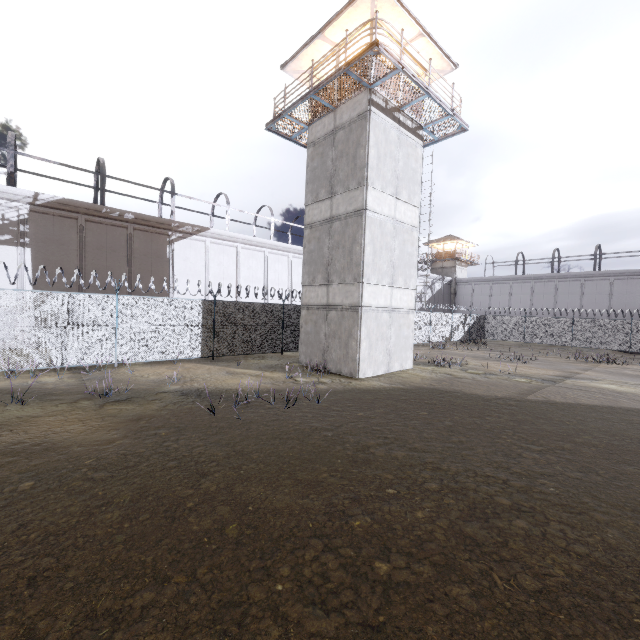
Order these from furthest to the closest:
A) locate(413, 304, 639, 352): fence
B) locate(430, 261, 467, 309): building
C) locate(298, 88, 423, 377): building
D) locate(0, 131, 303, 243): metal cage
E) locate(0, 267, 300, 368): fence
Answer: locate(430, 261, 467, 309): building
locate(413, 304, 639, 352): fence
locate(0, 131, 303, 243): metal cage
locate(298, 88, 423, 377): building
locate(0, 267, 300, 368): fence

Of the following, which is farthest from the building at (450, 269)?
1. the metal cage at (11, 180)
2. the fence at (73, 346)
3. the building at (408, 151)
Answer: the building at (408, 151)

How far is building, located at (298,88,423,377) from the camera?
13.4 meters

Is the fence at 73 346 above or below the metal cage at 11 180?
below

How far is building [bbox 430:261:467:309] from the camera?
48.00m

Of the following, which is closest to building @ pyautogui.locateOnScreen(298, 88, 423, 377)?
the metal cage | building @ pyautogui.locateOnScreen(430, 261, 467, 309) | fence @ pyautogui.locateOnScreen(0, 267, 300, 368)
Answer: fence @ pyautogui.locateOnScreen(0, 267, 300, 368)

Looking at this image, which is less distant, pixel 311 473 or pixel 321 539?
pixel 321 539

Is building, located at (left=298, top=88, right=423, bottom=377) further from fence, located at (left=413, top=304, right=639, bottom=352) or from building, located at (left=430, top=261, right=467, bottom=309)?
building, located at (left=430, top=261, right=467, bottom=309)
